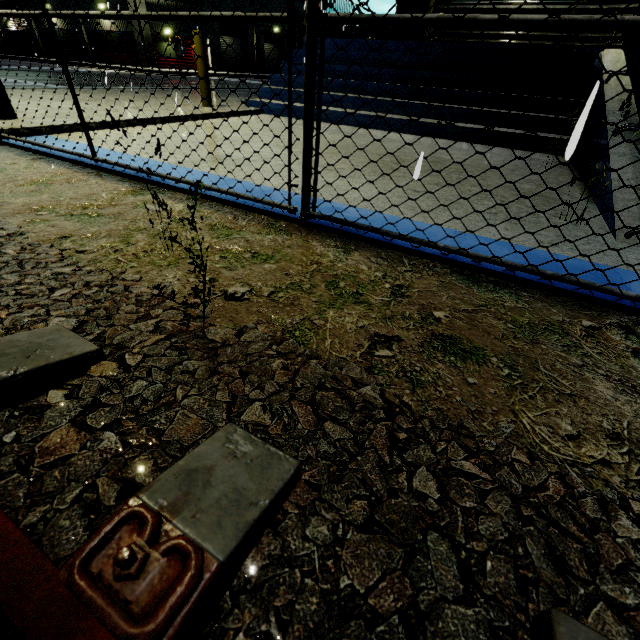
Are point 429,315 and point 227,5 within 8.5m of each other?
no

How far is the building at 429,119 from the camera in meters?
5.8 m

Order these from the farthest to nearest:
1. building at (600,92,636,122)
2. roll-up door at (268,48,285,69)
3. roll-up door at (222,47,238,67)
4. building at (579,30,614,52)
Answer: roll-up door at (268,48,285,69) → roll-up door at (222,47,238,67) → building at (579,30,614,52) → building at (600,92,636,122)

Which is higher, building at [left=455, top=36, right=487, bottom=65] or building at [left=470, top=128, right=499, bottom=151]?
building at [left=455, top=36, right=487, bottom=65]

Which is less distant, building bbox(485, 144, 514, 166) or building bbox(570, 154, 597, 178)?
building bbox(570, 154, 597, 178)

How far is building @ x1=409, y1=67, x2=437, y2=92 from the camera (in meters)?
6.43

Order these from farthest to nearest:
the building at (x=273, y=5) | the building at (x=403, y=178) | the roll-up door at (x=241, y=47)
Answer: the building at (x=273, y=5)
the roll-up door at (x=241, y=47)
the building at (x=403, y=178)

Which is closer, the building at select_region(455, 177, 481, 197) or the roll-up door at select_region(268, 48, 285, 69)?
the building at select_region(455, 177, 481, 197)
